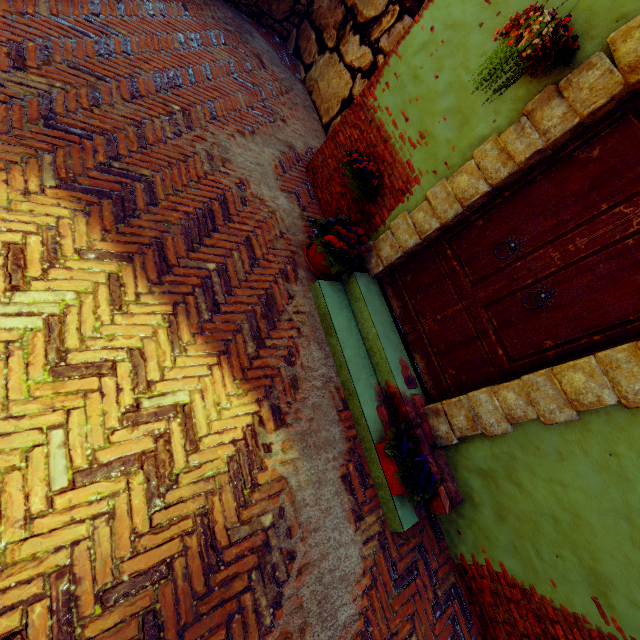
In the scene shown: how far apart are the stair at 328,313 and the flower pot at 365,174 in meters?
0.8 m

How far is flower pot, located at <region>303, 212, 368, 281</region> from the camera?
3.3 meters

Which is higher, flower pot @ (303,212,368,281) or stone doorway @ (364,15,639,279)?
stone doorway @ (364,15,639,279)

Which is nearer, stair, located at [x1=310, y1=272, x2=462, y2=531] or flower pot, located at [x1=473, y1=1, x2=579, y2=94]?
flower pot, located at [x1=473, y1=1, x2=579, y2=94]

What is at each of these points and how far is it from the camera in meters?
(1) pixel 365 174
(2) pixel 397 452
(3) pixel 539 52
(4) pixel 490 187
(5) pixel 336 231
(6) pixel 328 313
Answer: (1) flower pot, 3.4 m
(2) flower pot, 2.6 m
(3) flower pot, 1.9 m
(4) stone doorway, 2.6 m
(5) flower pot, 3.3 m
(6) stair, 3.2 m

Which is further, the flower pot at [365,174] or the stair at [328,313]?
the flower pot at [365,174]

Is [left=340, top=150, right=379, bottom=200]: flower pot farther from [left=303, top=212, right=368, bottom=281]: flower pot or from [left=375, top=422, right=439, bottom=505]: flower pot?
[left=375, top=422, right=439, bottom=505]: flower pot

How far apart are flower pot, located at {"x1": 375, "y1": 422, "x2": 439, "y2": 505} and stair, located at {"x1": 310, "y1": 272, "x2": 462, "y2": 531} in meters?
0.0
